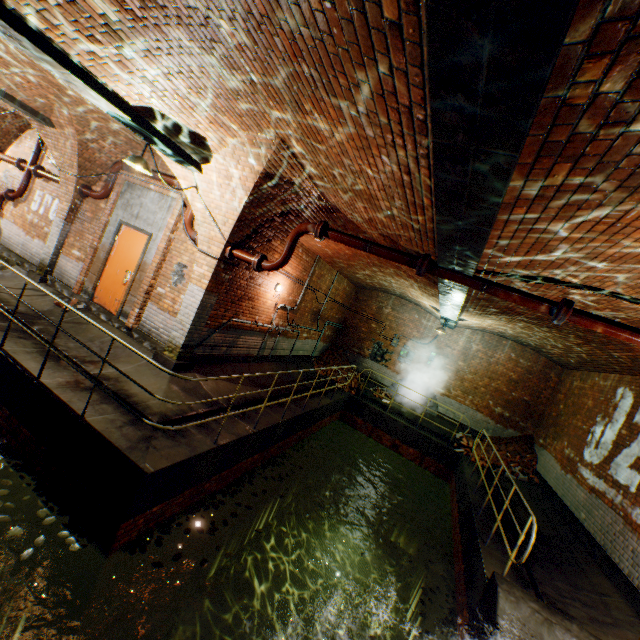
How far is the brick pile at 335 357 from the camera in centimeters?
1510cm

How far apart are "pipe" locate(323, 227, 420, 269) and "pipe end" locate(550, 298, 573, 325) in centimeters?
204cm

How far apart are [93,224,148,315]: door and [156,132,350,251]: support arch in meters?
1.7

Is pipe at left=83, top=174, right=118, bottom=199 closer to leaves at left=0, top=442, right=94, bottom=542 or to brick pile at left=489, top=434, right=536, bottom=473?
leaves at left=0, top=442, right=94, bottom=542

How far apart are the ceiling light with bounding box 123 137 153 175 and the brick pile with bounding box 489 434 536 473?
13.37m

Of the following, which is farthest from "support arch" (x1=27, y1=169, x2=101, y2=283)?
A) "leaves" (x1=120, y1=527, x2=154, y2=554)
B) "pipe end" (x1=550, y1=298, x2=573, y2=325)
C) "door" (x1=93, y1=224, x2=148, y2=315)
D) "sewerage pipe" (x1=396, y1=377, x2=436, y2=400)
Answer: "sewerage pipe" (x1=396, y1=377, x2=436, y2=400)

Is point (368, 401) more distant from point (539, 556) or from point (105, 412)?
point (105, 412)

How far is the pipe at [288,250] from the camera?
6.1m
